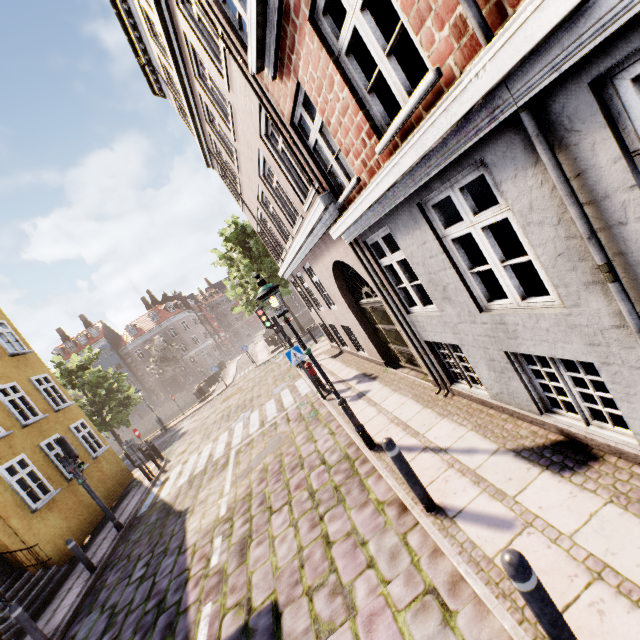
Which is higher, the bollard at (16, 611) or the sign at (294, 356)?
the sign at (294, 356)

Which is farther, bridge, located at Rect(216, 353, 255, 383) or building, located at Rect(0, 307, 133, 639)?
bridge, located at Rect(216, 353, 255, 383)

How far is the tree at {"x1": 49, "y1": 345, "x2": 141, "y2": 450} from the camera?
22.3m

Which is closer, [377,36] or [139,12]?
[377,36]

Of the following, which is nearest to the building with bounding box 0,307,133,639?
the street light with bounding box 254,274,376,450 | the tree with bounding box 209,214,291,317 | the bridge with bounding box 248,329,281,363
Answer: the street light with bounding box 254,274,376,450

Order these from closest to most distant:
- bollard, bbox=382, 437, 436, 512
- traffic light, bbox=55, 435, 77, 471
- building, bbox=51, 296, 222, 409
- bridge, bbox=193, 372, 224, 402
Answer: bollard, bbox=382, 437, 436, 512 → traffic light, bbox=55, 435, 77, 471 → bridge, bbox=193, 372, 224, 402 → building, bbox=51, 296, 222, 409

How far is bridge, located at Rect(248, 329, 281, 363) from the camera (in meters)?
27.53

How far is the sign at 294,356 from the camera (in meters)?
9.59
